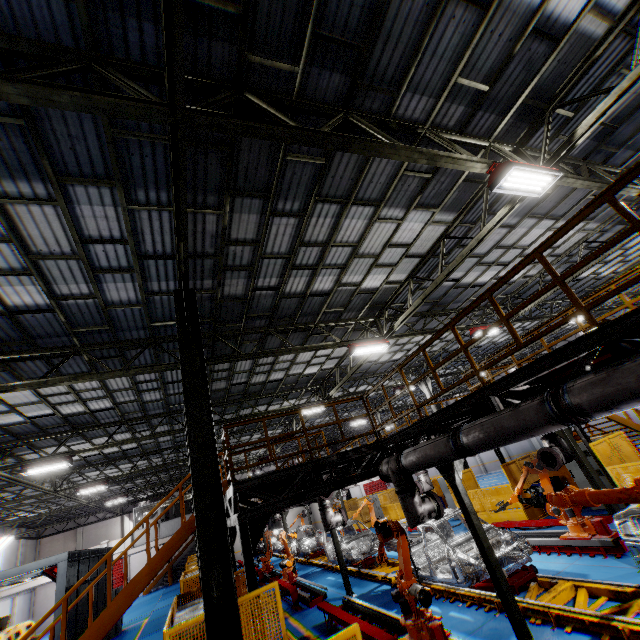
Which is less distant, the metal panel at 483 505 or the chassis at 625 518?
the chassis at 625 518

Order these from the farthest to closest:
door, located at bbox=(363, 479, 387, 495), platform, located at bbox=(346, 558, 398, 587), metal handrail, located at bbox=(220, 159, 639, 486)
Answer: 1. door, located at bbox=(363, 479, 387, 495)
2. platform, located at bbox=(346, 558, 398, 587)
3. metal handrail, located at bbox=(220, 159, 639, 486)

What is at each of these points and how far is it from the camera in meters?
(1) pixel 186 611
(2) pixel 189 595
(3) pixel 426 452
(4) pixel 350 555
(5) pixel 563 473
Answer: (1) cabinet, 6.5
(2) metal panel, 11.6
(3) vent pipe, 6.4
(4) chassis, 14.4
(5) metal panel, 13.6

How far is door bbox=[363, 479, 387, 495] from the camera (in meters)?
46.88

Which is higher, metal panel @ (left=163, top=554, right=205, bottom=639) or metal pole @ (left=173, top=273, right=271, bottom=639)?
metal pole @ (left=173, top=273, right=271, bottom=639)

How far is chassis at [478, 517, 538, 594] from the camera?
7.51m

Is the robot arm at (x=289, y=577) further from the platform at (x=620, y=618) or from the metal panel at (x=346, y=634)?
the metal panel at (x=346, y=634)

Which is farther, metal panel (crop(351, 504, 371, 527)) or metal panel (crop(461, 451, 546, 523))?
metal panel (crop(351, 504, 371, 527))
